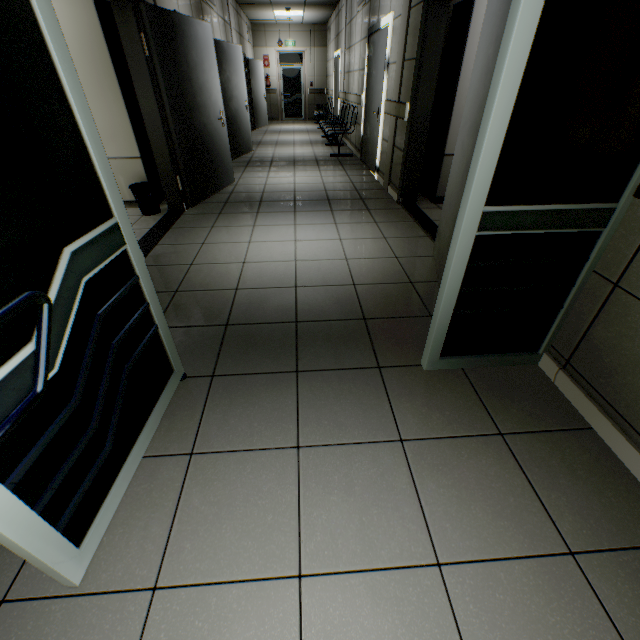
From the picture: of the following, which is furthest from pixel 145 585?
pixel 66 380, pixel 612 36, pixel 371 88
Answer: pixel 371 88

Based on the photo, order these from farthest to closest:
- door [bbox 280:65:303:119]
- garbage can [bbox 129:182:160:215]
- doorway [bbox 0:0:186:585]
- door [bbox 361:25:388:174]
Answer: door [bbox 280:65:303:119], door [bbox 361:25:388:174], garbage can [bbox 129:182:160:215], doorway [bbox 0:0:186:585]

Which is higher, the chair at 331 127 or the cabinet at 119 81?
the cabinet at 119 81

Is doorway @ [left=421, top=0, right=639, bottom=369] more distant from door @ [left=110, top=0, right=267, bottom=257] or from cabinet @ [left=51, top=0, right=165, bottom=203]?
cabinet @ [left=51, top=0, right=165, bottom=203]

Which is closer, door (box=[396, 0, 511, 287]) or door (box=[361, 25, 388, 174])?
door (box=[396, 0, 511, 287])

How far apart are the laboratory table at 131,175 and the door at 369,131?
3.8m

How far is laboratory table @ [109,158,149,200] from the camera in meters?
4.1 m

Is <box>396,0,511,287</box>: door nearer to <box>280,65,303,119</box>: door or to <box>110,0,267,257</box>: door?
<box>110,0,267,257</box>: door
